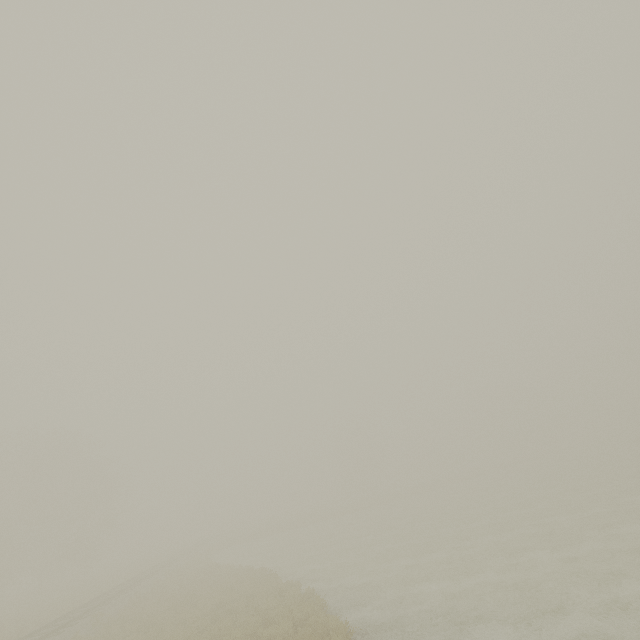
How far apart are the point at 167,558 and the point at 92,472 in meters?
15.7
